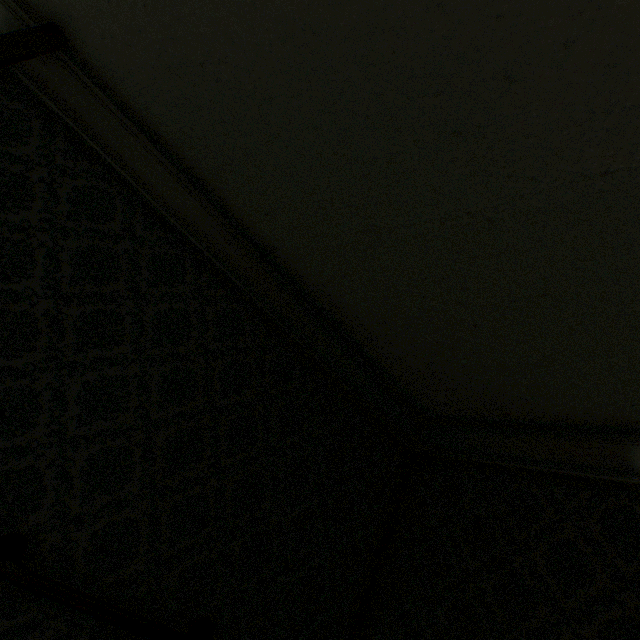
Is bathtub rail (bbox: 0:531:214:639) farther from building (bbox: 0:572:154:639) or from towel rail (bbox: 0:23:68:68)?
towel rail (bbox: 0:23:68:68)

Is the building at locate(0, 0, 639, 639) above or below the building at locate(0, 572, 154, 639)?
above

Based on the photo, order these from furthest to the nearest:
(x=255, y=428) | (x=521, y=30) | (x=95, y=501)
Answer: (x=255, y=428) < (x=95, y=501) < (x=521, y=30)

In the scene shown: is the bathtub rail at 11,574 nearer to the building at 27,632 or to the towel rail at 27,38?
the building at 27,632

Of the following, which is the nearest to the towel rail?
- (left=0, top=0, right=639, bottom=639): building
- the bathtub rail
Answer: (left=0, top=0, right=639, bottom=639): building
